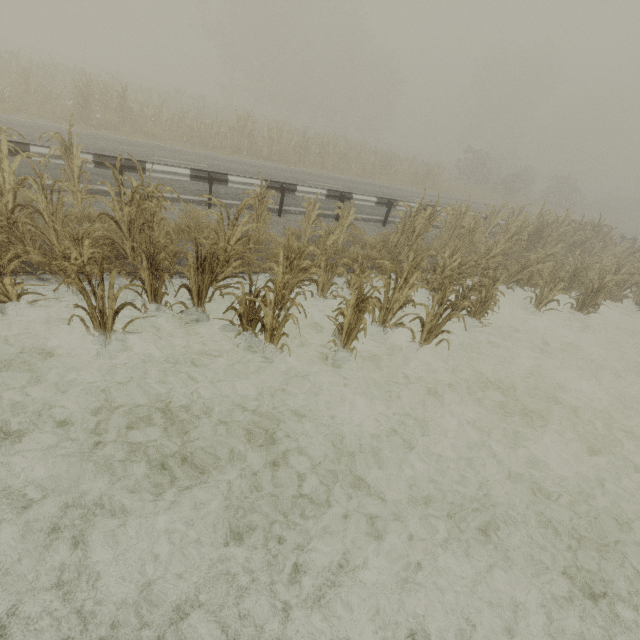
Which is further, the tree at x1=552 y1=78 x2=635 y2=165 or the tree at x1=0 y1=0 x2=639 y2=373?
the tree at x1=552 y1=78 x2=635 y2=165

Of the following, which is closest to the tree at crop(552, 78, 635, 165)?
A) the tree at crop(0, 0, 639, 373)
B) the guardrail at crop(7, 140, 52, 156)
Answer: the tree at crop(0, 0, 639, 373)

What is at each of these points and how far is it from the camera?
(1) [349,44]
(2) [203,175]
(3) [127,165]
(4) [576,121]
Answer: (1) tree, 41.1 meters
(2) guardrail, 8.2 meters
(3) guardrail, 7.4 meters
(4) tree, 57.6 meters

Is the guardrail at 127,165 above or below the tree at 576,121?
below

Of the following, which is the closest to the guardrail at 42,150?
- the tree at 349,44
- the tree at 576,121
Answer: the tree at 349,44

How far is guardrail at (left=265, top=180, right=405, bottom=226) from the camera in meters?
9.2 m

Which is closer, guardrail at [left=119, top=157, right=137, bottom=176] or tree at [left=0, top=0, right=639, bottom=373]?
tree at [left=0, top=0, right=639, bottom=373]
